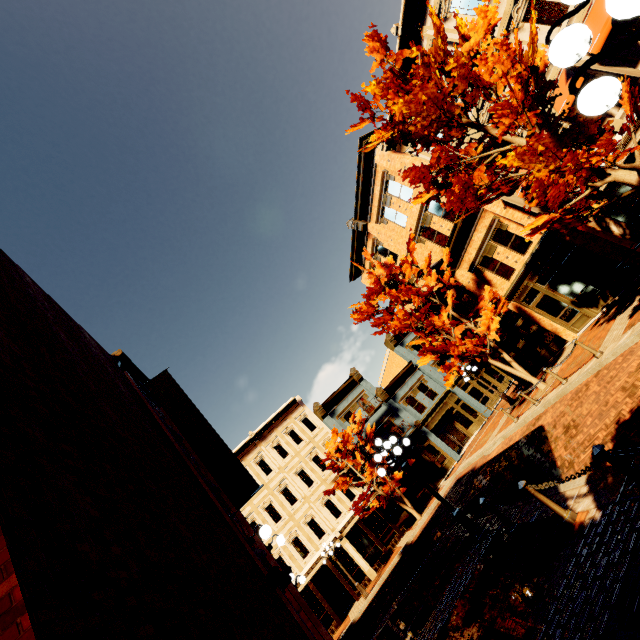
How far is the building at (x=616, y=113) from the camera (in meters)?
11.31

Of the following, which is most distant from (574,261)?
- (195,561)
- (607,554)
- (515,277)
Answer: (195,561)

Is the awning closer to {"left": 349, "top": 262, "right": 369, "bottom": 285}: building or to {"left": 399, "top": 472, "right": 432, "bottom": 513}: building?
{"left": 349, "top": 262, "right": 369, "bottom": 285}: building

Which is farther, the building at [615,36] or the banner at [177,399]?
the building at [615,36]

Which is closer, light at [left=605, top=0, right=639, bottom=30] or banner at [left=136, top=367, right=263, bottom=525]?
light at [left=605, top=0, right=639, bottom=30]

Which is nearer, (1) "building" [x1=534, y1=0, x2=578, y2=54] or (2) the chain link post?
(2) the chain link post

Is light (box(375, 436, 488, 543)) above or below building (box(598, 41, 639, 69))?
below

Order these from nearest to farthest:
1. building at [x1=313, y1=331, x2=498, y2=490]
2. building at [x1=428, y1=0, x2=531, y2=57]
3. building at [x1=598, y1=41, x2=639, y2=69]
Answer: building at [x1=598, y1=41, x2=639, y2=69], building at [x1=428, y1=0, x2=531, y2=57], building at [x1=313, y1=331, x2=498, y2=490]
